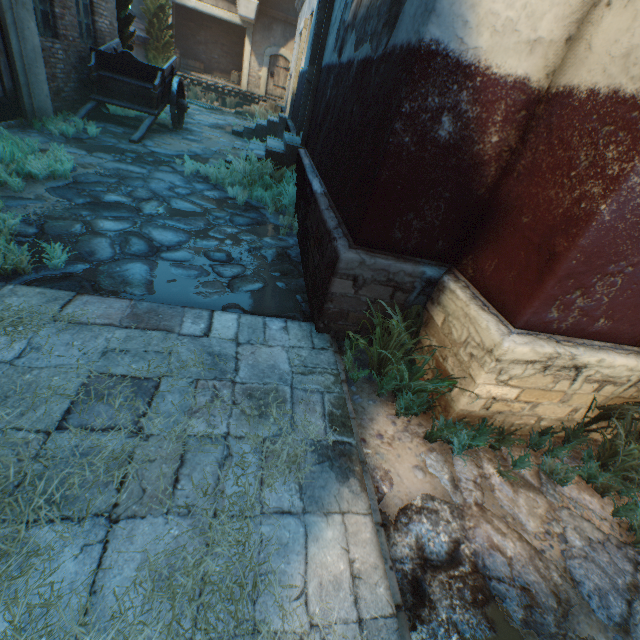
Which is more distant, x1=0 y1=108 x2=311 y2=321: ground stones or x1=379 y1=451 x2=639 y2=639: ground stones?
x1=0 y1=108 x2=311 y2=321: ground stones

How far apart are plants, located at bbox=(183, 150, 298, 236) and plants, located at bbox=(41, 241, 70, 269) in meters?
3.3 m

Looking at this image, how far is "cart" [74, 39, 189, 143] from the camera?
7.9 meters

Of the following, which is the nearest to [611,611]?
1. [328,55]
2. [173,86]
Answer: [328,55]

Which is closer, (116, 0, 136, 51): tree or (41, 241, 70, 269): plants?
(41, 241, 70, 269): plants

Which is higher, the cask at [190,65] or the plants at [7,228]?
the cask at [190,65]

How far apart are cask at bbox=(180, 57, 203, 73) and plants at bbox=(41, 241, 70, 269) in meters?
22.2 m

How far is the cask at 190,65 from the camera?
19.5 meters
